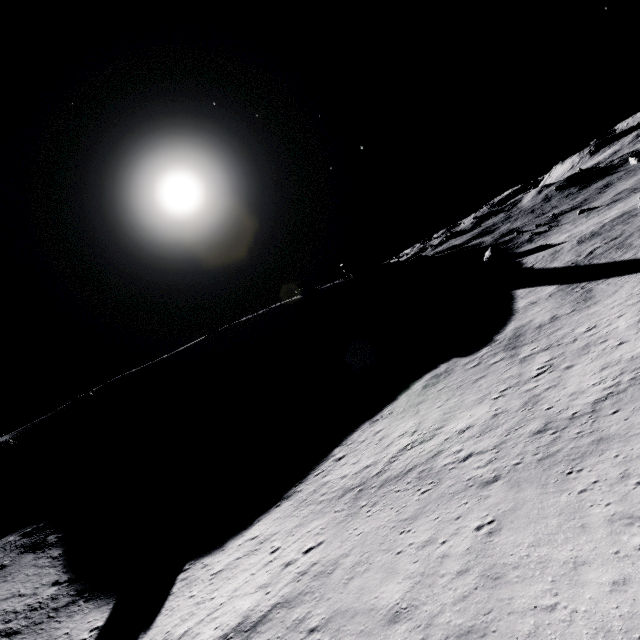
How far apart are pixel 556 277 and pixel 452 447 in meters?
32.9 m
